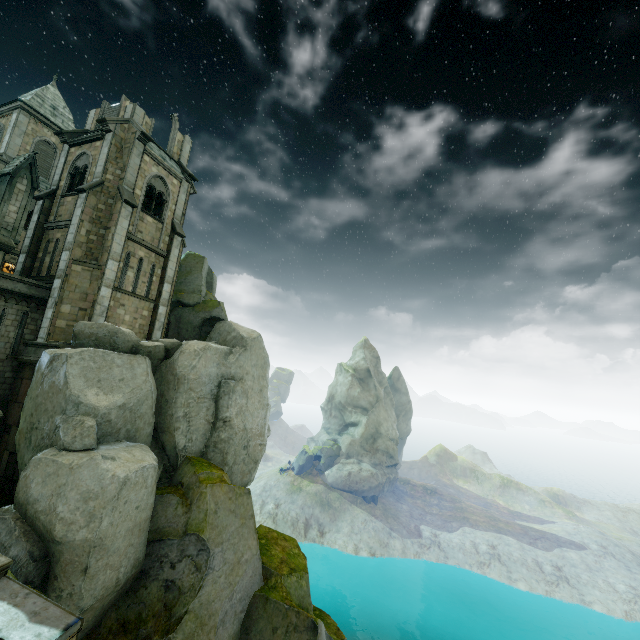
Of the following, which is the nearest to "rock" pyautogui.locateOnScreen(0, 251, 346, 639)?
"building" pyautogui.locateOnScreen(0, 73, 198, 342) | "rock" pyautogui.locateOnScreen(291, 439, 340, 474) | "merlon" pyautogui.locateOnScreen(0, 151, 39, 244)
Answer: "building" pyautogui.locateOnScreen(0, 73, 198, 342)

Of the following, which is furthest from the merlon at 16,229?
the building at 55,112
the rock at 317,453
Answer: the rock at 317,453

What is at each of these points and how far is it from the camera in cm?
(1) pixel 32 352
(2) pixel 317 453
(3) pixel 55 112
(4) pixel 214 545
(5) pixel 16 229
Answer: (1) wall trim, 1708
(2) rock, 5822
(3) building, 3022
(4) rock, 1491
(5) merlon, 1648

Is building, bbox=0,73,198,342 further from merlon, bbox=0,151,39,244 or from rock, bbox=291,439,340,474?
rock, bbox=291,439,340,474

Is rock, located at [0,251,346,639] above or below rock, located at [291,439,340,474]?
above

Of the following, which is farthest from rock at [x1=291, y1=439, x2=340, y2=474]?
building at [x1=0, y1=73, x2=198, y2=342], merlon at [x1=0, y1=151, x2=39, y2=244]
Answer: merlon at [x1=0, y1=151, x2=39, y2=244]

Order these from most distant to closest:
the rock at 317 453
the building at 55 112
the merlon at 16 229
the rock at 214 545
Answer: the rock at 317 453 < the building at 55 112 < the merlon at 16 229 < the rock at 214 545

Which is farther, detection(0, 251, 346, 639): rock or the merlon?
the merlon
